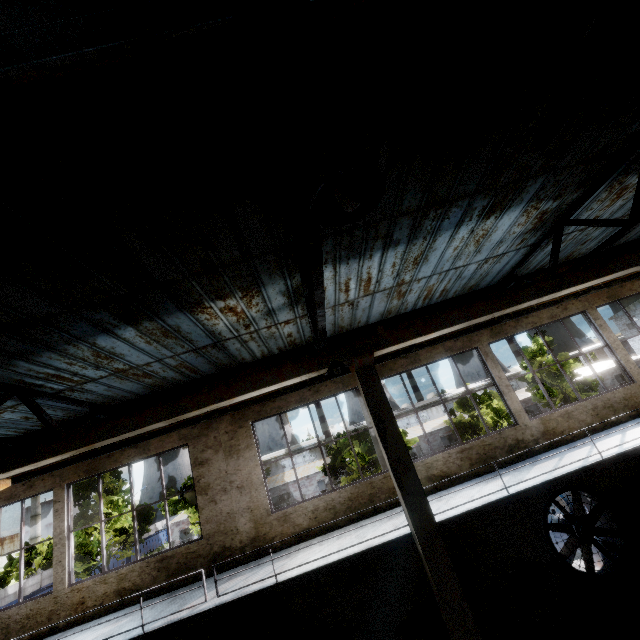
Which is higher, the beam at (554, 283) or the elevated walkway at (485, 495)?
the beam at (554, 283)

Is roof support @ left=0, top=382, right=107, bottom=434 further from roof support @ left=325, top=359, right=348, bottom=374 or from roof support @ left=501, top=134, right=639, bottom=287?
roof support @ left=501, top=134, right=639, bottom=287

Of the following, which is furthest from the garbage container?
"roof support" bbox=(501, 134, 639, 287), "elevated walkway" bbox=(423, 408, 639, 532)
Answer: "roof support" bbox=(501, 134, 639, 287)

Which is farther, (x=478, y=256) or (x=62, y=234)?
(x=478, y=256)

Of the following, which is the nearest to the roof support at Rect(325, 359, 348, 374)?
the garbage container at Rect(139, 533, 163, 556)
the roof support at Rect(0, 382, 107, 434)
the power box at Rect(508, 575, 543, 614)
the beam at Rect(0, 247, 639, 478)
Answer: the beam at Rect(0, 247, 639, 478)

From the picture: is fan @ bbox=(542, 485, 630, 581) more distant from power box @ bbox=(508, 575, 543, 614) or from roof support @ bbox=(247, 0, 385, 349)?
roof support @ bbox=(247, 0, 385, 349)

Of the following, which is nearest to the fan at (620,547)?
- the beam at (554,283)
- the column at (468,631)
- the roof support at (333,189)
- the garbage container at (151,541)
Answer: the column at (468,631)

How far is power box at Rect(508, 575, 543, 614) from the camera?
8.09m
